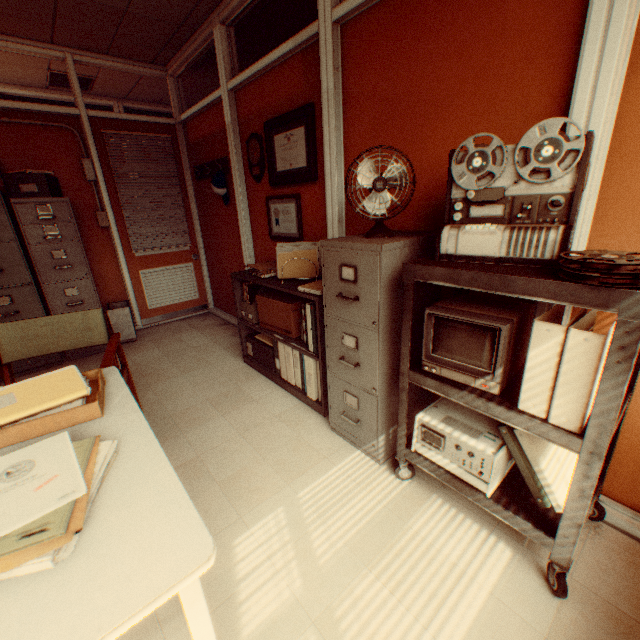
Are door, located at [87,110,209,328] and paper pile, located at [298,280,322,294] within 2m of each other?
no

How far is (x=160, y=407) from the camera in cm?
295

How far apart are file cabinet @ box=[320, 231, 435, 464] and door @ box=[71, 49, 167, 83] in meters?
3.7

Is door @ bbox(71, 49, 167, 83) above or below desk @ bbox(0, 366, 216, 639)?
above

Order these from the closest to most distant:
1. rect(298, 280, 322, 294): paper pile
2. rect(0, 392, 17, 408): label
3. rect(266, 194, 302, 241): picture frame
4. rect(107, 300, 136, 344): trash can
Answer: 1. rect(0, 392, 17, 408): label
2. rect(298, 280, 322, 294): paper pile
3. rect(266, 194, 302, 241): picture frame
4. rect(107, 300, 136, 344): trash can

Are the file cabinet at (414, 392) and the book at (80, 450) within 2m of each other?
yes

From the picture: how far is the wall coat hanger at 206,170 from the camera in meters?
4.0

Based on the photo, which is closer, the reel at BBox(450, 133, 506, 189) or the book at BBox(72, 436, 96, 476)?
the book at BBox(72, 436, 96, 476)
